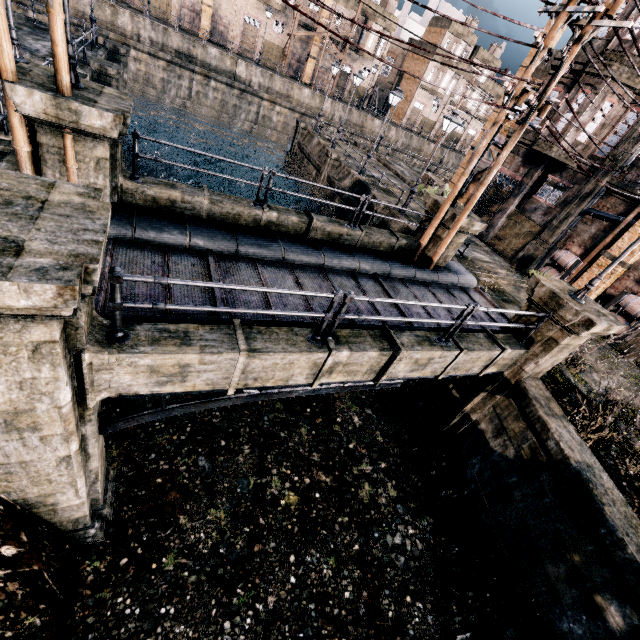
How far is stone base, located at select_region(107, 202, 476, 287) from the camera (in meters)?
8.43

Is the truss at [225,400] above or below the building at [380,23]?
below

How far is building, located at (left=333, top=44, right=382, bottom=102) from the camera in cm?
5069

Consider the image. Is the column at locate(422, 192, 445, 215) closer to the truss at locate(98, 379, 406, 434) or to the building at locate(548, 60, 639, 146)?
the truss at locate(98, 379, 406, 434)

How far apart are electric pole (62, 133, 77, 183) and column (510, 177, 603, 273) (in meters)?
23.42

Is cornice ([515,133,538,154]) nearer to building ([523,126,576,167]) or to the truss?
building ([523,126,576,167])

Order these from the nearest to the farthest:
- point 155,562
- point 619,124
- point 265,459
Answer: point 155,562
point 265,459
point 619,124

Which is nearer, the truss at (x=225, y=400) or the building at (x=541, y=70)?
the truss at (x=225, y=400)
